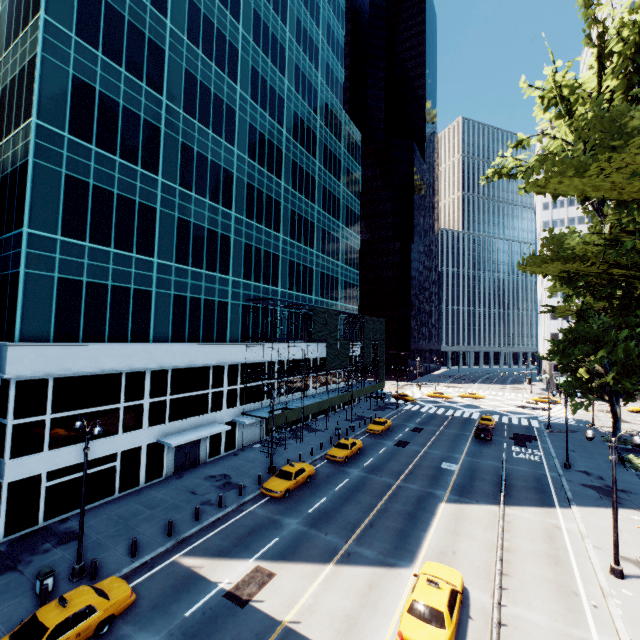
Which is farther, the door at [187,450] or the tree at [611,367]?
the door at [187,450]

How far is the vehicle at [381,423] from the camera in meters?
39.6 m

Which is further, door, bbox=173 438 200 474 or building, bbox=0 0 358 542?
door, bbox=173 438 200 474

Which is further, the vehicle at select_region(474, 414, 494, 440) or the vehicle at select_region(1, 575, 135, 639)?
the vehicle at select_region(474, 414, 494, 440)

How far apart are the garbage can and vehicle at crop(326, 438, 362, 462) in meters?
20.6

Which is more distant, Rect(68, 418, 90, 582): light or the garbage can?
Rect(68, 418, 90, 582): light

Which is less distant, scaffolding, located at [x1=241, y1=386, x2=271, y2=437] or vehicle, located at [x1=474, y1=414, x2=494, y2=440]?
scaffolding, located at [x1=241, y1=386, x2=271, y2=437]

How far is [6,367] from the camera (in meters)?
17.69
